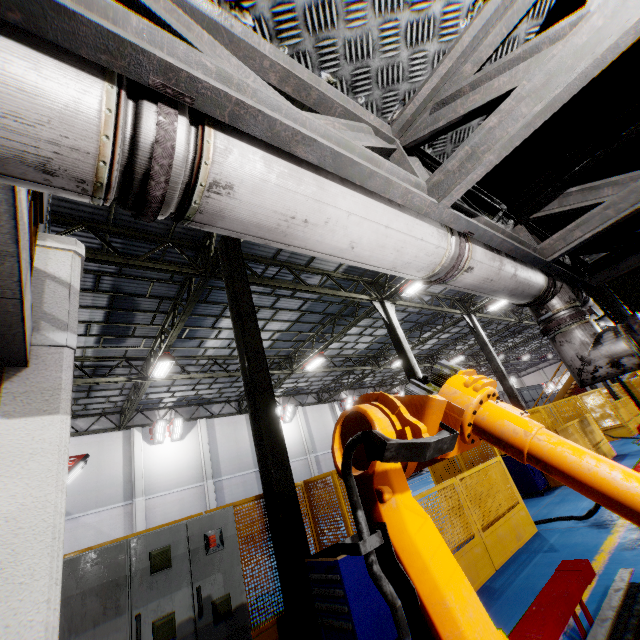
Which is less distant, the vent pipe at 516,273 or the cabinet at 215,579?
the vent pipe at 516,273

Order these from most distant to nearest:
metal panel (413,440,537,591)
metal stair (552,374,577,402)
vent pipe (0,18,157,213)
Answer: metal stair (552,374,577,402) → metal panel (413,440,537,591) → vent pipe (0,18,157,213)

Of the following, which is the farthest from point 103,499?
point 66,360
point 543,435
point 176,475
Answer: point 543,435

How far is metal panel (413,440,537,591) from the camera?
5.3m

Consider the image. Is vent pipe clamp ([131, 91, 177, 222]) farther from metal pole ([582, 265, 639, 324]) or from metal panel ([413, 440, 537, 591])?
metal pole ([582, 265, 639, 324])

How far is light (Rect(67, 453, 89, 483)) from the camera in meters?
10.3 m

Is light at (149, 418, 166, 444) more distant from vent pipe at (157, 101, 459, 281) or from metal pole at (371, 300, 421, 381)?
vent pipe at (157, 101, 459, 281)

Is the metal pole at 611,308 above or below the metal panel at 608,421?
above
